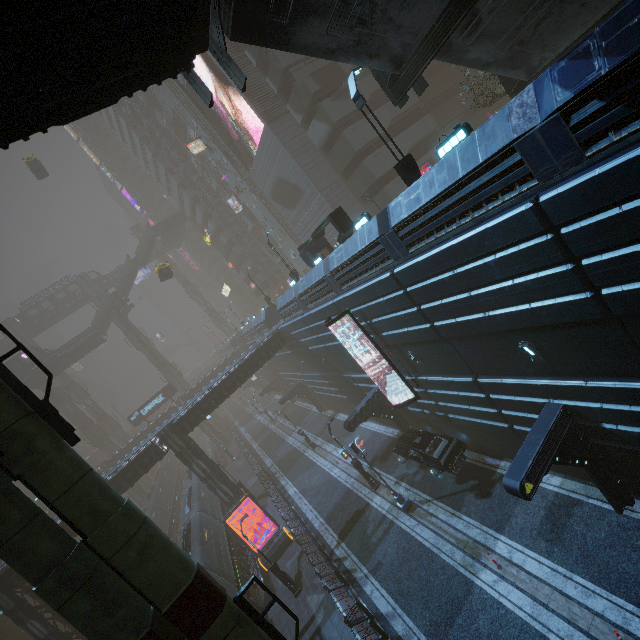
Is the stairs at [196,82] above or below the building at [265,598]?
above

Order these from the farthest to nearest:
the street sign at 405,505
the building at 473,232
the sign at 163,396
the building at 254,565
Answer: the sign at 163,396, the building at 254,565, the street sign at 405,505, the building at 473,232

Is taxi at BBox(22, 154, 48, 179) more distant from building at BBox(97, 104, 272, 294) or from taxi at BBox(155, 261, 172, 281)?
taxi at BBox(155, 261, 172, 281)

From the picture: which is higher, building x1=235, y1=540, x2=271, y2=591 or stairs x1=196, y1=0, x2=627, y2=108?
stairs x1=196, y1=0, x2=627, y2=108

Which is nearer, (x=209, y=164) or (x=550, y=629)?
(x=550, y=629)

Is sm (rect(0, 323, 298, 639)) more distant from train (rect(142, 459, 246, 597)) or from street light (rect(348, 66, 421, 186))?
street light (rect(348, 66, 421, 186))

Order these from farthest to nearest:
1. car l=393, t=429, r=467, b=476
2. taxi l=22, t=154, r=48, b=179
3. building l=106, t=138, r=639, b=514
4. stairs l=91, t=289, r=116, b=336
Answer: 1. stairs l=91, t=289, r=116, b=336
2. taxi l=22, t=154, r=48, b=179
3. car l=393, t=429, r=467, b=476
4. building l=106, t=138, r=639, b=514

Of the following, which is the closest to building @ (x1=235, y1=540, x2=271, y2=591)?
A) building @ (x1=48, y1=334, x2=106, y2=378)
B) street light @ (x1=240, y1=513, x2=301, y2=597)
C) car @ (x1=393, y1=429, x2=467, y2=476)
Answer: car @ (x1=393, y1=429, x2=467, y2=476)
